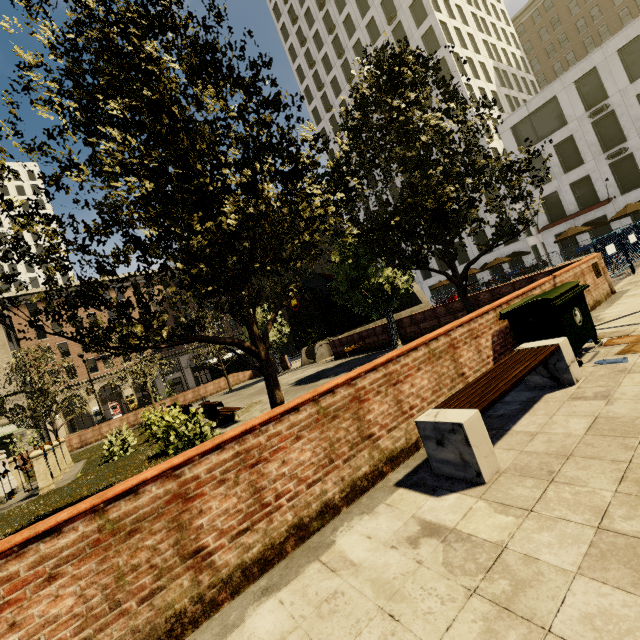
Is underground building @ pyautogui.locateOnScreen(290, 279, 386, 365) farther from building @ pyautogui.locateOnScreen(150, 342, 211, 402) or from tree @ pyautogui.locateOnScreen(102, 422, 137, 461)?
building @ pyautogui.locateOnScreen(150, 342, 211, 402)

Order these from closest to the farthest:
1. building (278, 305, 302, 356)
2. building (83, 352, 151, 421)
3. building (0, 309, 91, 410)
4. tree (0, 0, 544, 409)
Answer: tree (0, 0, 544, 409) → building (0, 309, 91, 410) → building (83, 352, 151, 421) → building (278, 305, 302, 356)

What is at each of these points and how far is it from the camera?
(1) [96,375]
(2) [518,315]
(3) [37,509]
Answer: (1) building, 42.53m
(2) dumpster, 5.16m
(3) plant, 8.46m

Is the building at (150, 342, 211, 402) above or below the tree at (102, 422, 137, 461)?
above

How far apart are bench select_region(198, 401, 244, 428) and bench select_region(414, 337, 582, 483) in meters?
8.4 m

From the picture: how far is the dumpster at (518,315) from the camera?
4.8 meters

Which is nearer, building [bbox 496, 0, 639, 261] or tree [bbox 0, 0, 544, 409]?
tree [bbox 0, 0, 544, 409]

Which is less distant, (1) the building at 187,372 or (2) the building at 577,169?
(2) the building at 577,169
